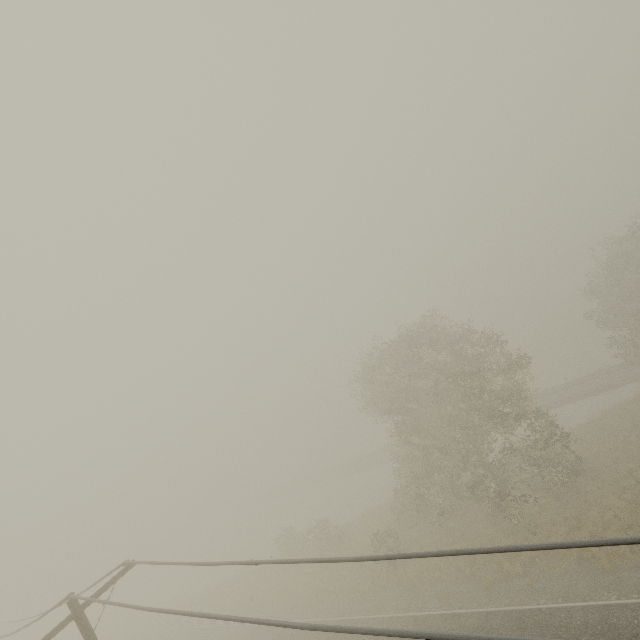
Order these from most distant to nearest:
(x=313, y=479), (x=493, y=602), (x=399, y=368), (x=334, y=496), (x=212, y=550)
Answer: (x=313, y=479)
(x=212, y=550)
(x=334, y=496)
(x=399, y=368)
(x=493, y=602)
